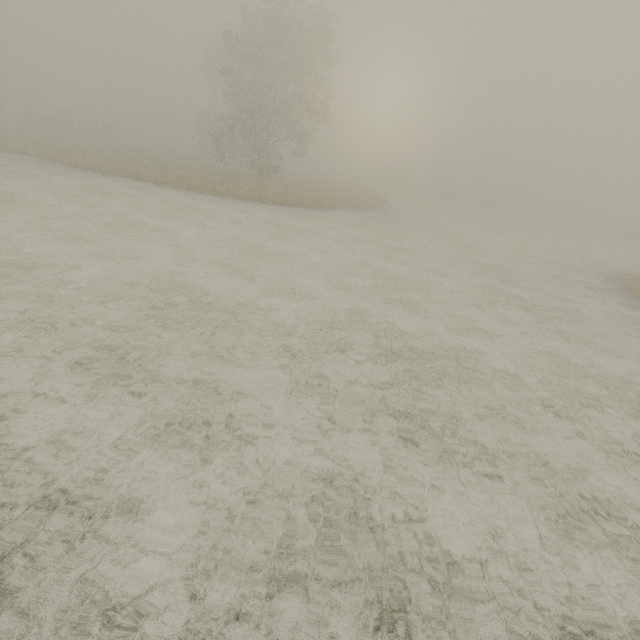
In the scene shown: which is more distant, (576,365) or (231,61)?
(231,61)
